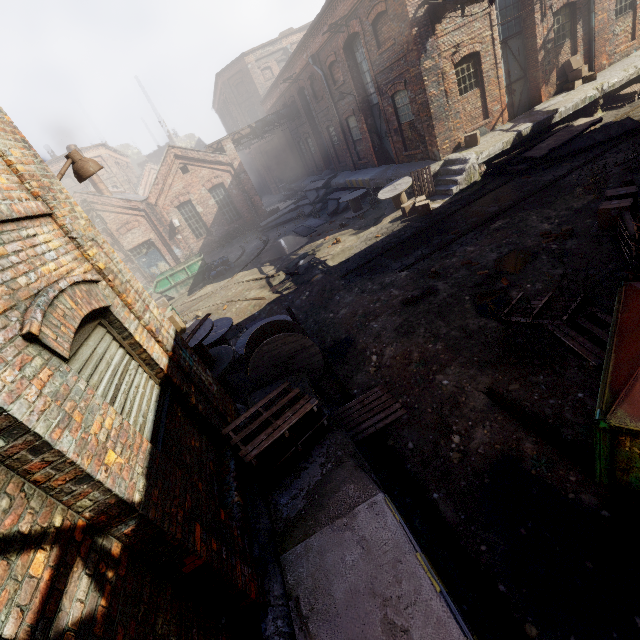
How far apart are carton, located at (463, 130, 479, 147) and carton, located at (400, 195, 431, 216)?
2.8 meters

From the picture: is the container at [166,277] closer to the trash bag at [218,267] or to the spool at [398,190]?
the trash bag at [218,267]

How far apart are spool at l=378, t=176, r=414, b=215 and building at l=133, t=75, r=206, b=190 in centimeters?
4597cm

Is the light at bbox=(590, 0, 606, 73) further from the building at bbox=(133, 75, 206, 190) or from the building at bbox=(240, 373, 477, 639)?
the building at bbox=(133, 75, 206, 190)

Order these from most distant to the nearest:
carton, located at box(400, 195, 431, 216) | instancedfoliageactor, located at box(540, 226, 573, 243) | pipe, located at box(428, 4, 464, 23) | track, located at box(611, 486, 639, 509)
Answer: carton, located at box(400, 195, 431, 216) → pipe, located at box(428, 4, 464, 23) → instancedfoliageactor, located at box(540, 226, 573, 243) → track, located at box(611, 486, 639, 509)

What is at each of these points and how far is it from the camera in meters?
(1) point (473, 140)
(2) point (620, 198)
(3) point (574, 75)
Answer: (1) carton, 13.2 m
(2) carton, 7.1 m
(3) carton, 14.0 m

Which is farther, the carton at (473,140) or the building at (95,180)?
the building at (95,180)

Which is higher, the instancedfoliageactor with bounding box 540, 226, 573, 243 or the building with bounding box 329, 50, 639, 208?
the building with bounding box 329, 50, 639, 208
